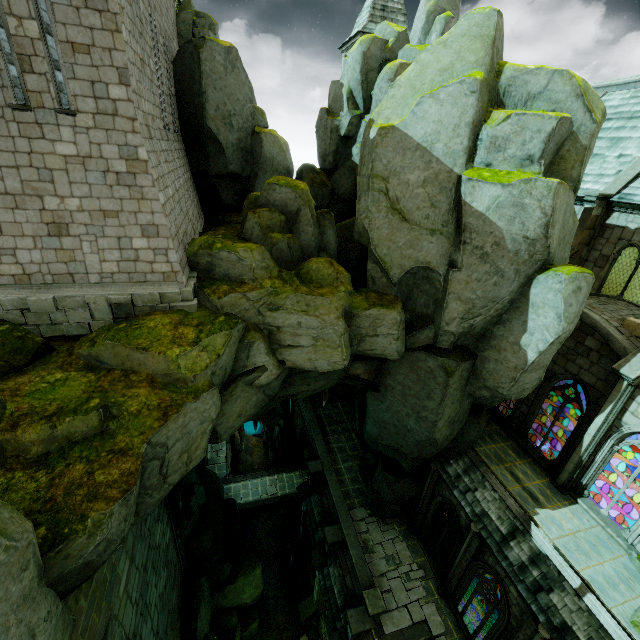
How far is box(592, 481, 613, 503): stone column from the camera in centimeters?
2255cm

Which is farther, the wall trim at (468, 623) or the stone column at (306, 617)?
the stone column at (306, 617)

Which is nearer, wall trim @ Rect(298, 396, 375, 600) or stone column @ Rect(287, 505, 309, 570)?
wall trim @ Rect(298, 396, 375, 600)

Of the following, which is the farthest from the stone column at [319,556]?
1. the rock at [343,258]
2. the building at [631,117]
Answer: the building at [631,117]

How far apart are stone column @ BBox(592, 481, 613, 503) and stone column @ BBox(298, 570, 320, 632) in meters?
18.6

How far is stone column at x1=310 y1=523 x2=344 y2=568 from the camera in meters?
18.5 m

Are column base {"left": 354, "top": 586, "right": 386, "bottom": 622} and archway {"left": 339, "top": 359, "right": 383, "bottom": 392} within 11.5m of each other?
yes

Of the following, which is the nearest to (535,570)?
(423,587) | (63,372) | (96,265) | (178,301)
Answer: (423,587)
